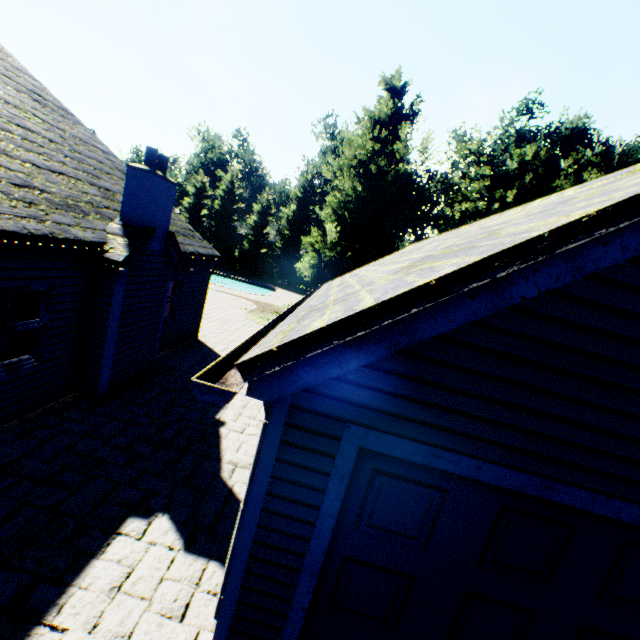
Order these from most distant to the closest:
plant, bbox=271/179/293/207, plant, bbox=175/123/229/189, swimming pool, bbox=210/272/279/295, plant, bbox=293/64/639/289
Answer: plant, bbox=175/123/229/189 < plant, bbox=271/179/293/207 < swimming pool, bbox=210/272/279/295 < plant, bbox=293/64/639/289

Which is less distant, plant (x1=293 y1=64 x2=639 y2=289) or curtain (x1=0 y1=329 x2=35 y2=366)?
curtain (x1=0 y1=329 x2=35 y2=366)

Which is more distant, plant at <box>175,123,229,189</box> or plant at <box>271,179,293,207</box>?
plant at <box>175,123,229,189</box>

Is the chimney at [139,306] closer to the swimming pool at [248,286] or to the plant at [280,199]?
the plant at [280,199]

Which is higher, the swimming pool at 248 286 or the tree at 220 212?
the tree at 220 212

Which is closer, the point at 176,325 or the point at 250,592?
the point at 250,592

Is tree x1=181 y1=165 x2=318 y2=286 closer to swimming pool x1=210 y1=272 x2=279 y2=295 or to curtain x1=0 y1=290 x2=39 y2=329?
swimming pool x1=210 y1=272 x2=279 y2=295

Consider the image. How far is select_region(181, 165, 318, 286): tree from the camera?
44.4 meters
